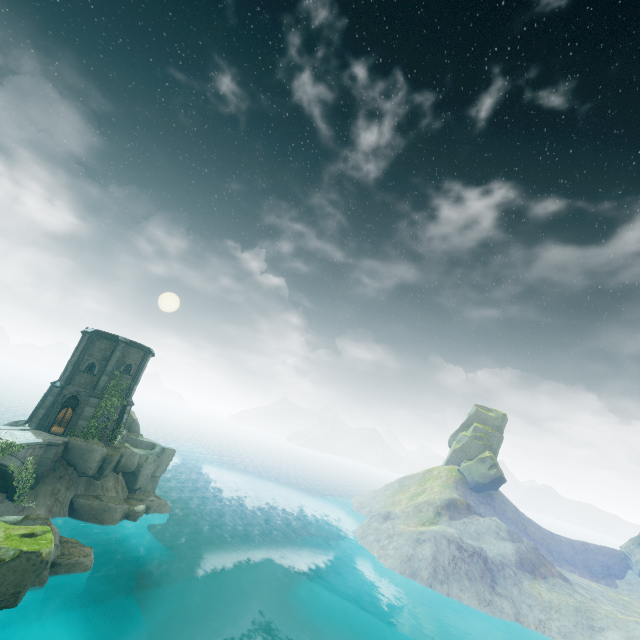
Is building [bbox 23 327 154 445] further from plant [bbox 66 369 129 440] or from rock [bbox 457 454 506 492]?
rock [bbox 457 454 506 492]

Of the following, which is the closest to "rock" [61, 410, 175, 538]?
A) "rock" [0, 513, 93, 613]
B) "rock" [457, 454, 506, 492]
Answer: "rock" [0, 513, 93, 613]

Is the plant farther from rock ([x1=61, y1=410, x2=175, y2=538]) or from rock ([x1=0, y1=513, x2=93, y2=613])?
rock ([x1=0, y1=513, x2=93, y2=613])

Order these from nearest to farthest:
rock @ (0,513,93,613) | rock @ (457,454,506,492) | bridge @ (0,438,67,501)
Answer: rock @ (0,513,93,613)
bridge @ (0,438,67,501)
rock @ (457,454,506,492)

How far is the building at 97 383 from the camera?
28.9m

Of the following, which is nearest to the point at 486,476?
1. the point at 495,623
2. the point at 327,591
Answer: the point at 495,623

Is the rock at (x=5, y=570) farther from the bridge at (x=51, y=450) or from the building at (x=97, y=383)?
the building at (x=97, y=383)

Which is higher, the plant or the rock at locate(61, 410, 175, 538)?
the plant
